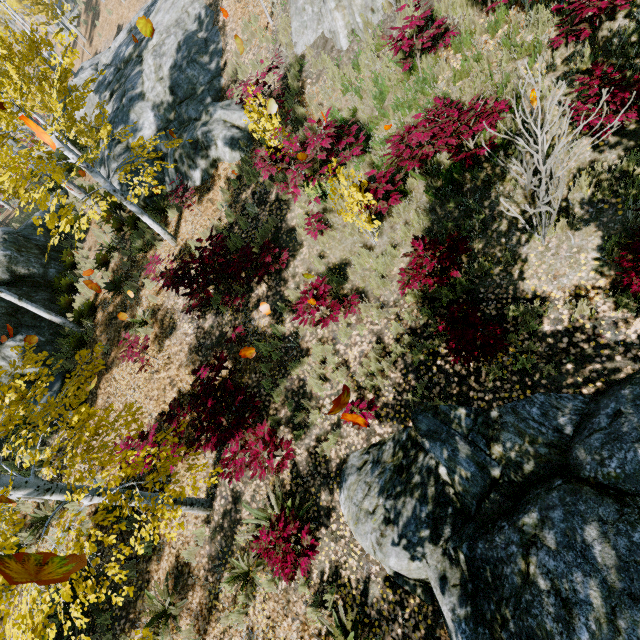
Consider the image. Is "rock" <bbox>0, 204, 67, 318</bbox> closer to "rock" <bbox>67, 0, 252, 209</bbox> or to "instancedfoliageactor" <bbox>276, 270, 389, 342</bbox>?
"instancedfoliageactor" <bbox>276, 270, 389, 342</bbox>

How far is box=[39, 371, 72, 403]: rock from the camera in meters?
9.2 m

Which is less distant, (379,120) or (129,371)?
(379,120)

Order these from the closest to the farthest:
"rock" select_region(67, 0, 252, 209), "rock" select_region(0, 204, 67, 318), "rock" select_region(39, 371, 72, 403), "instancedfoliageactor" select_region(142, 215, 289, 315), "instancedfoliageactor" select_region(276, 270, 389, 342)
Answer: "instancedfoliageactor" select_region(276, 270, 389, 342)
"instancedfoliageactor" select_region(142, 215, 289, 315)
"rock" select_region(39, 371, 72, 403)
"rock" select_region(67, 0, 252, 209)
"rock" select_region(0, 204, 67, 318)

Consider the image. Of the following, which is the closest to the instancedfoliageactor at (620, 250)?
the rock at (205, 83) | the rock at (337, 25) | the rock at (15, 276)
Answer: the rock at (15, 276)

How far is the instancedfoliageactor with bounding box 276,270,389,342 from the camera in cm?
606

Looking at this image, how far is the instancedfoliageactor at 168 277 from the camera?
7.23m

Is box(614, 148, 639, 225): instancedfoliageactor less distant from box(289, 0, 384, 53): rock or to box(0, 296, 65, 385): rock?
box(0, 296, 65, 385): rock
